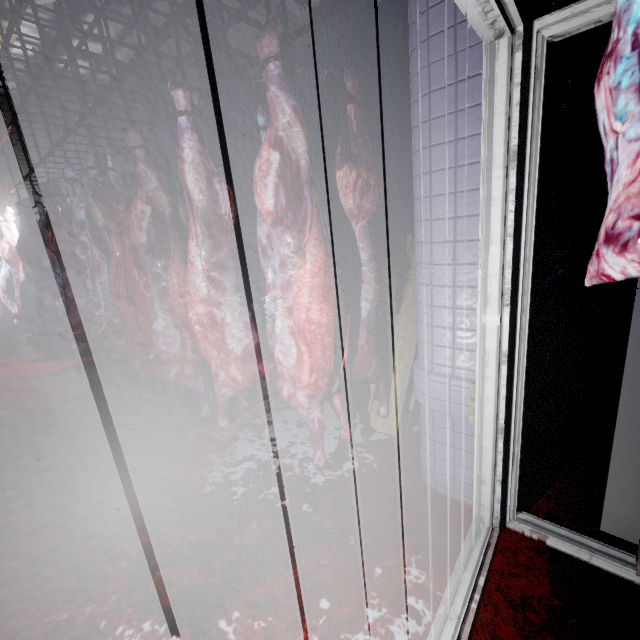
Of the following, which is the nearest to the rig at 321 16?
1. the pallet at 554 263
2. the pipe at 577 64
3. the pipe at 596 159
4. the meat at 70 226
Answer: the meat at 70 226

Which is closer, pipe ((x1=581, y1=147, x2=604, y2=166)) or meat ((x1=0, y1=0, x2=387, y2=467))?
meat ((x1=0, y1=0, x2=387, y2=467))

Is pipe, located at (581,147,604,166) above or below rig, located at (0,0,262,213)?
below

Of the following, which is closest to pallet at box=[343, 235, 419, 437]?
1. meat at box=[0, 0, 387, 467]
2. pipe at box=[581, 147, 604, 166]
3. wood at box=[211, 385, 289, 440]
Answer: wood at box=[211, 385, 289, 440]

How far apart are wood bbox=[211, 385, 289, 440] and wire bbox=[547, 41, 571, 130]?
2.65m

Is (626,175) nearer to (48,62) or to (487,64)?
(487,64)

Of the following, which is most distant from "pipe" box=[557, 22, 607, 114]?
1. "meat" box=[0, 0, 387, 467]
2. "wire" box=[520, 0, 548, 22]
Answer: "meat" box=[0, 0, 387, 467]

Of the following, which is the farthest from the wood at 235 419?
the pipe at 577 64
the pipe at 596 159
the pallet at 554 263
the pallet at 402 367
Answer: the pipe at 596 159
